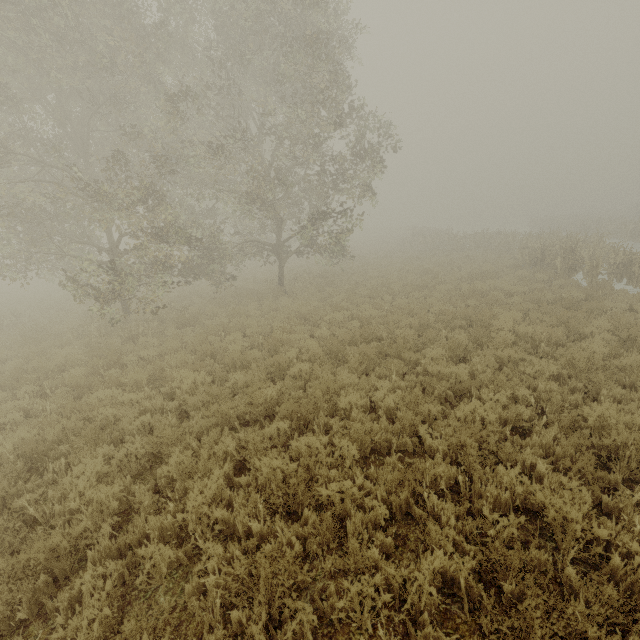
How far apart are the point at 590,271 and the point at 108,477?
17.6 meters

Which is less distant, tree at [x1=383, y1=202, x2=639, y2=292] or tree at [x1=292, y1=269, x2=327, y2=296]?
tree at [x1=383, y1=202, x2=639, y2=292]

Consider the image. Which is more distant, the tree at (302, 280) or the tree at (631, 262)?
the tree at (302, 280)

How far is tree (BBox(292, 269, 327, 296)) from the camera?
16.8m

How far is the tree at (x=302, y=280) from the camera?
16.8 meters
